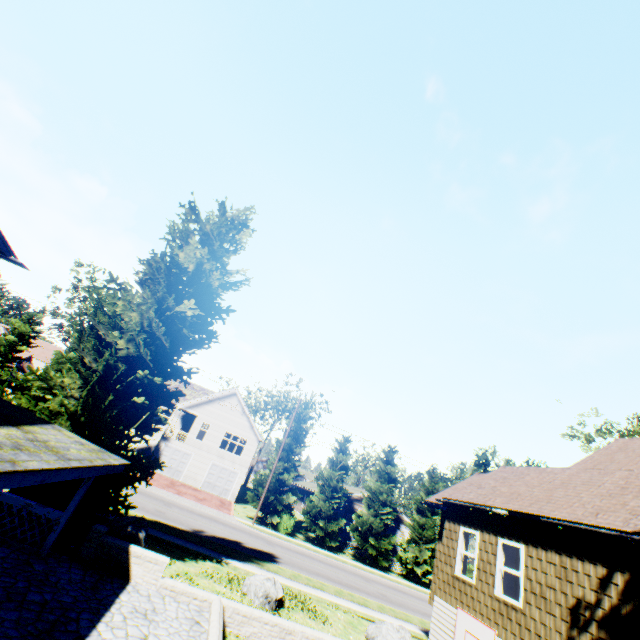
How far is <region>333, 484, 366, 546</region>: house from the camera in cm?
3525

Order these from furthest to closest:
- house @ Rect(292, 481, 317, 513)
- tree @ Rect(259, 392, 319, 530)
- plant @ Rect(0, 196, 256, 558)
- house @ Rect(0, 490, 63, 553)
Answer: house @ Rect(292, 481, 317, 513) → tree @ Rect(259, 392, 319, 530) → plant @ Rect(0, 196, 256, 558) → house @ Rect(0, 490, 63, 553)

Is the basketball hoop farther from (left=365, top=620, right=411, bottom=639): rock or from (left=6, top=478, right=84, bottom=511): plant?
(left=6, top=478, right=84, bottom=511): plant

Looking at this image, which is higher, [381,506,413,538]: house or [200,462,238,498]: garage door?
[381,506,413,538]: house

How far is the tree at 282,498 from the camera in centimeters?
3056cm

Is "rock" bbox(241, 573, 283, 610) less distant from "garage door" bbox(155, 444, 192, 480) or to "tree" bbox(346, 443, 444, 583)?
"tree" bbox(346, 443, 444, 583)

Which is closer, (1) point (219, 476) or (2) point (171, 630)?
(2) point (171, 630)

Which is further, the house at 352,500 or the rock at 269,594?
the house at 352,500
